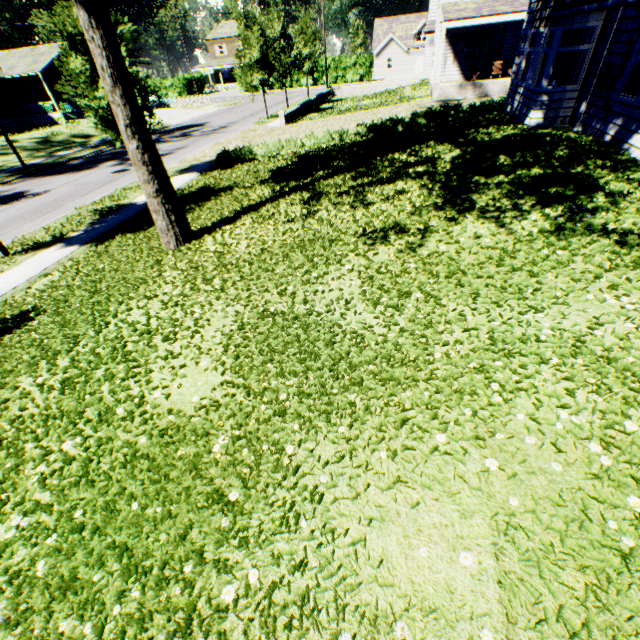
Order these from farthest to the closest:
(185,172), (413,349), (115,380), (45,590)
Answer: (185,172) → (115,380) → (413,349) → (45,590)

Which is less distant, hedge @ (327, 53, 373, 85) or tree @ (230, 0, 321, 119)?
tree @ (230, 0, 321, 119)

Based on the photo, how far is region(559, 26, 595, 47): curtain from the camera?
9.52m

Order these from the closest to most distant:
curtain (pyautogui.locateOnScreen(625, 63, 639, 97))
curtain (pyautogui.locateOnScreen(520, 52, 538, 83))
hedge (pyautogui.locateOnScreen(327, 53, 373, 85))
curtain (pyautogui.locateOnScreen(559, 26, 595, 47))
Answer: curtain (pyautogui.locateOnScreen(625, 63, 639, 97)) < curtain (pyautogui.locateOnScreen(559, 26, 595, 47)) < curtain (pyautogui.locateOnScreen(520, 52, 538, 83)) < hedge (pyautogui.locateOnScreen(327, 53, 373, 85))

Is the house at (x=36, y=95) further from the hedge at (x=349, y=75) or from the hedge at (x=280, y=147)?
the hedge at (x=280, y=147)

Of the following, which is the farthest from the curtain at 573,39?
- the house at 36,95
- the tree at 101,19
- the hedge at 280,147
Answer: the house at 36,95

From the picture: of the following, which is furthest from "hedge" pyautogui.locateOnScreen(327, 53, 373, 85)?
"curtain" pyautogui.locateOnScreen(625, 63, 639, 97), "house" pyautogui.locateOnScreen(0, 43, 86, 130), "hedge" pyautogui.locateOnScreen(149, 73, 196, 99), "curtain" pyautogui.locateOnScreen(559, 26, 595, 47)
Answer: "curtain" pyautogui.locateOnScreen(625, 63, 639, 97)

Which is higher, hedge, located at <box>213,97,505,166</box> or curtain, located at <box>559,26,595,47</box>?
curtain, located at <box>559,26,595,47</box>
